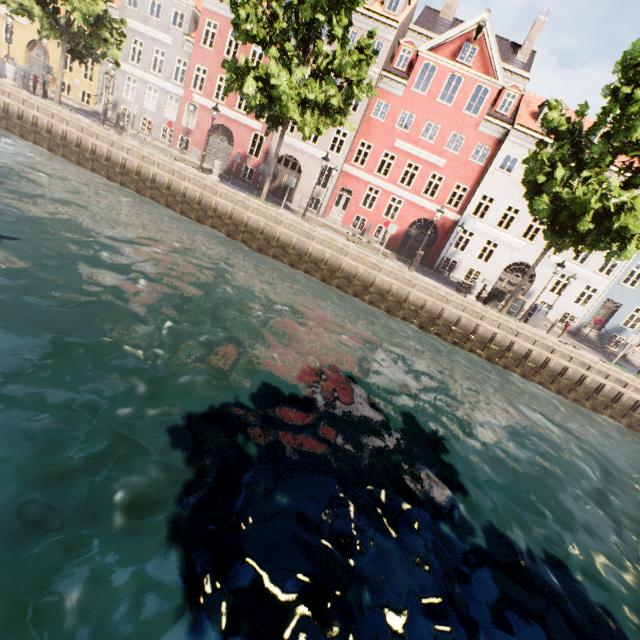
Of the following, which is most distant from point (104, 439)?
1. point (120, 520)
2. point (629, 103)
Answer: point (629, 103)

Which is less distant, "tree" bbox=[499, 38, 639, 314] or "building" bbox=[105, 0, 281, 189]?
"tree" bbox=[499, 38, 639, 314]

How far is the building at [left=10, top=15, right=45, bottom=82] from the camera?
26.8m

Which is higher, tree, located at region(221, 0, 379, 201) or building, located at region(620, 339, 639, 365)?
tree, located at region(221, 0, 379, 201)

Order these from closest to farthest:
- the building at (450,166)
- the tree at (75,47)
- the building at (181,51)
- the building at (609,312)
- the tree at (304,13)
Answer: the tree at (304,13)
the tree at (75,47)
the building at (450,166)
the building at (609,312)
the building at (181,51)

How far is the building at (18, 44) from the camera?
26.83m
